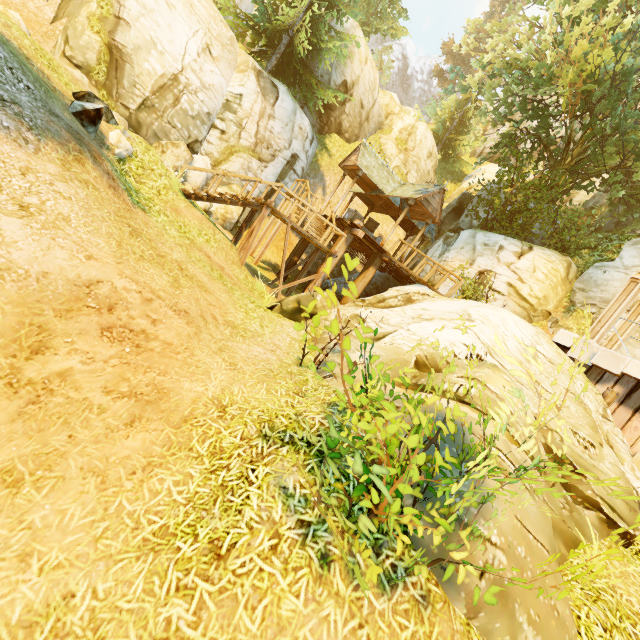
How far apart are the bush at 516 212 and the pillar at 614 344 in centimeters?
808cm

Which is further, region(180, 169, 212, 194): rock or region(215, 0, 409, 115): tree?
region(215, 0, 409, 115): tree

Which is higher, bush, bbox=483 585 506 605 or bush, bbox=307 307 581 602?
bush, bbox=483 585 506 605

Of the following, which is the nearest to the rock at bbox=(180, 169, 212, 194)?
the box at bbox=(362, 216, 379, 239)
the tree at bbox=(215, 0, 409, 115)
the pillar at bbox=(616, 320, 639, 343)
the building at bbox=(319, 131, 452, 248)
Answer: the building at bbox=(319, 131, 452, 248)

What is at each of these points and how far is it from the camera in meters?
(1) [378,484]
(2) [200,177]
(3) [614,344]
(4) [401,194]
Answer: (1) bush, 2.0 m
(2) rock, 15.8 m
(3) pillar, 9.7 m
(4) building, 16.7 m

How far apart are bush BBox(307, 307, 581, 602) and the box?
16.53m

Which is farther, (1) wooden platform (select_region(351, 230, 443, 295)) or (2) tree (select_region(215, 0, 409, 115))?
(2) tree (select_region(215, 0, 409, 115))

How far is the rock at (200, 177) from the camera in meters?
15.4 m
